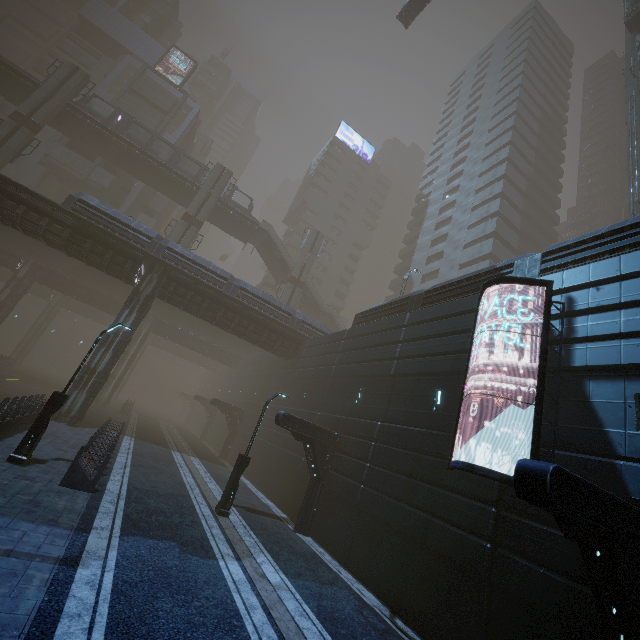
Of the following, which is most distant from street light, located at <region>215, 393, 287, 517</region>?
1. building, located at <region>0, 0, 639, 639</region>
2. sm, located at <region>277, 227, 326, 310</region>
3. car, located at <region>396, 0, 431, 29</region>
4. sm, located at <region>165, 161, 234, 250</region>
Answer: car, located at <region>396, 0, 431, 29</region>

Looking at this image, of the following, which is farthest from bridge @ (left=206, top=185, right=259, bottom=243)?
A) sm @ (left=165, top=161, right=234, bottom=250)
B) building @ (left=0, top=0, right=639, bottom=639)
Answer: building @ (left=0, top=0, right=639, bottom=639)

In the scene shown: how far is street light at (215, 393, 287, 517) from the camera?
13.6m

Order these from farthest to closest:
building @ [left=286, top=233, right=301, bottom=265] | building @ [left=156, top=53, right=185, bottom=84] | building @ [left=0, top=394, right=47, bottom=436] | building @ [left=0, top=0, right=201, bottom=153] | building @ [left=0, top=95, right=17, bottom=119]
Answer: building @ [left=286, top=233, right=301, bottom=265] → building @ [left=156, top=53, right=185, bottom=84] → building @ [left=0, top=0, right=201, bottom=153] → building @ [left=0, top=95, right=17, bottom=119] → building @ [left=0, top=394, right=47, bottom=436]

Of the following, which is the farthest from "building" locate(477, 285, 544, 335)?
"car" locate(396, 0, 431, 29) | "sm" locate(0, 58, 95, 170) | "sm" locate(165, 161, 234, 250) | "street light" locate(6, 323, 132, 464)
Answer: "sm" locate(165, 161, 234, 250)

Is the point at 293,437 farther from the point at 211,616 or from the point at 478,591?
the point at 211,616

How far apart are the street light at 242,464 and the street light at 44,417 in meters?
6.7 m

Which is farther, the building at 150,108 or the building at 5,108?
the building at 150,108
